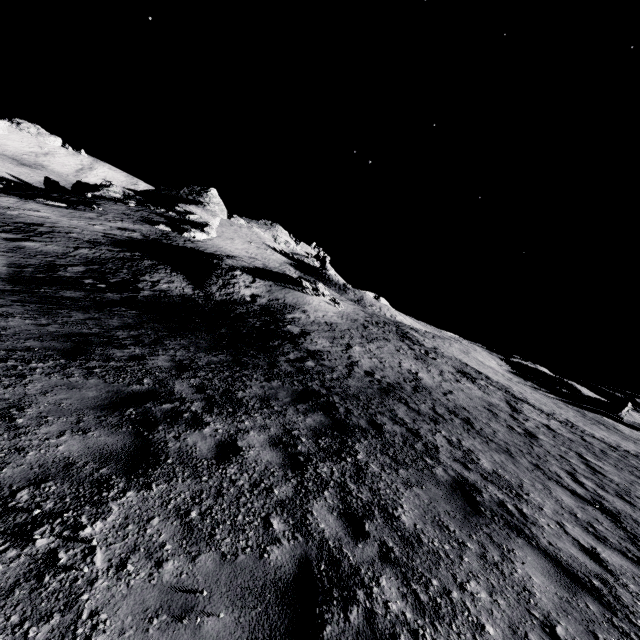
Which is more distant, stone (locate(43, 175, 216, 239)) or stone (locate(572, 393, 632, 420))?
stone (locate(43, 175, 216, 239))

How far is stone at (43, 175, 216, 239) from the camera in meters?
47.0

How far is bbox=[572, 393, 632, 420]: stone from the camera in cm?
3941

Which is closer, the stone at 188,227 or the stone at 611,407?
the stone at 611,407

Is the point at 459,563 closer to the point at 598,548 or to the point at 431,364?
the point at 598,548

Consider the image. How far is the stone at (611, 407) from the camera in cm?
3941
